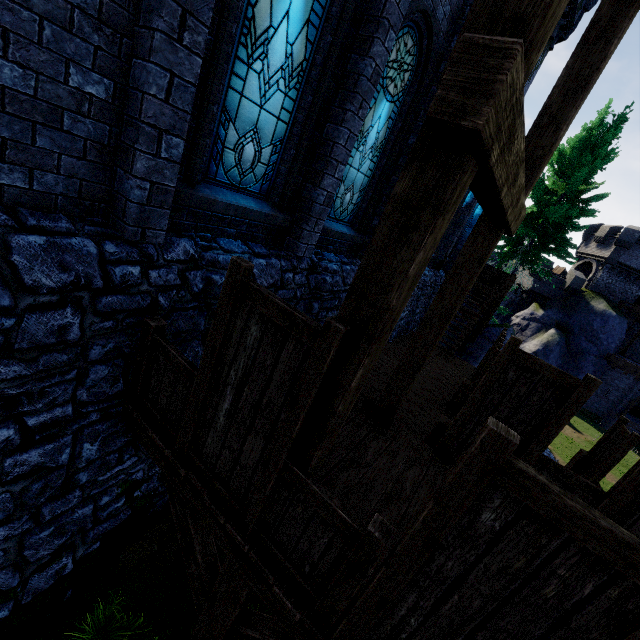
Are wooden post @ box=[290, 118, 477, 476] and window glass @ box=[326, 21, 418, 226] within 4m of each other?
no

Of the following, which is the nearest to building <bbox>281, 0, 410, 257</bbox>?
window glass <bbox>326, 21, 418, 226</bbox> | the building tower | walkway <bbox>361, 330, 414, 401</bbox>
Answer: window glass <bbox>326, 21, 418, 226</bbox>

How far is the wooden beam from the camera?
1.3m

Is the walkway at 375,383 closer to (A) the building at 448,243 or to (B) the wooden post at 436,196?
(A) the building at 448,243

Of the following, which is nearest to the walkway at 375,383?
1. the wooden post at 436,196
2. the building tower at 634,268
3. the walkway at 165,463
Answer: the walkway at 165,463

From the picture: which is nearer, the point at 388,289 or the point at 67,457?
the point at 388,289

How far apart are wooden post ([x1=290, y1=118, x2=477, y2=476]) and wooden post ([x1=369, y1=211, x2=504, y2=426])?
2.6 meters

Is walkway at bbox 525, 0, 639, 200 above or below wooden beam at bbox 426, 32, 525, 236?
above
